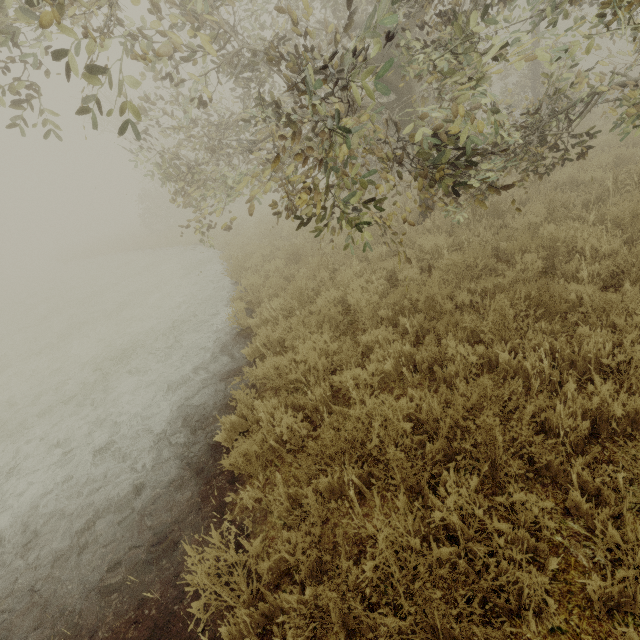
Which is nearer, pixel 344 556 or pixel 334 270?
pixel 344 556
